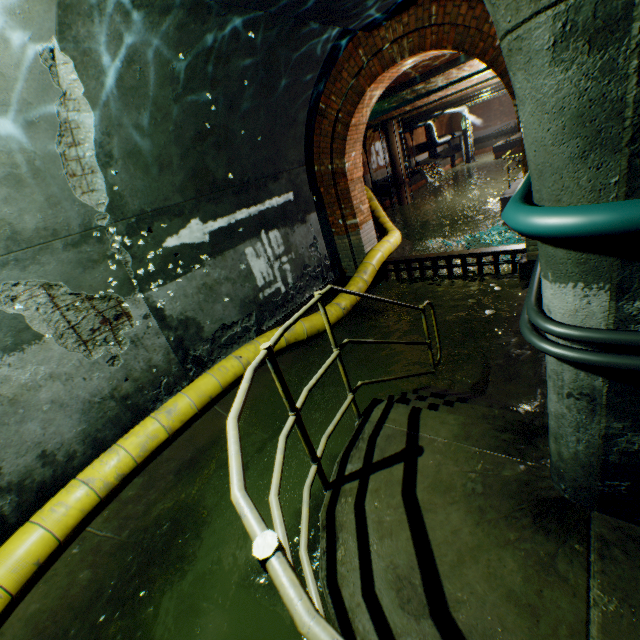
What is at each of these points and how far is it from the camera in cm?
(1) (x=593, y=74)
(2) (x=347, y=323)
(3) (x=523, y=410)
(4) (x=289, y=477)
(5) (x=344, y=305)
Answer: (1) building tunnel, 92
(2) building tunnel, 657
(3) stairs, 304
(4) building tunnel, 378
(5) large conduit, 644

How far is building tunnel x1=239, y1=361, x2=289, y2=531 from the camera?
3.7 meters

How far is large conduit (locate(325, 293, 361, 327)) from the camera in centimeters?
629cm

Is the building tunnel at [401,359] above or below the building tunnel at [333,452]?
above

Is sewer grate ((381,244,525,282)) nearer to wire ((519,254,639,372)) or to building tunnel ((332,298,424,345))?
building tunnel ((332,298,424,345))

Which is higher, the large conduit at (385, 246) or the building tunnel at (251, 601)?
the large conduit at (385, 246)

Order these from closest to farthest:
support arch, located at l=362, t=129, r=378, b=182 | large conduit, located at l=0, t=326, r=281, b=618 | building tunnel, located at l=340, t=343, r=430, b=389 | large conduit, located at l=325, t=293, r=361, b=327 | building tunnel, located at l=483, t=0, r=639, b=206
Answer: building tunnel, located at l=483, t=0, r=639, b=206
large conduit, located at l=0, t=326, r=281, b=618
building tunnel, located at l=340, t=343, r=430, b=389
large conduit, located at l=325, t=293, r=361, b=327
support arch, located at l=362, t=129, r=378, b=182

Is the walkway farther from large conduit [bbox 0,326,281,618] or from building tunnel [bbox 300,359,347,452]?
large conduit [bbox 0,326,281,618]
